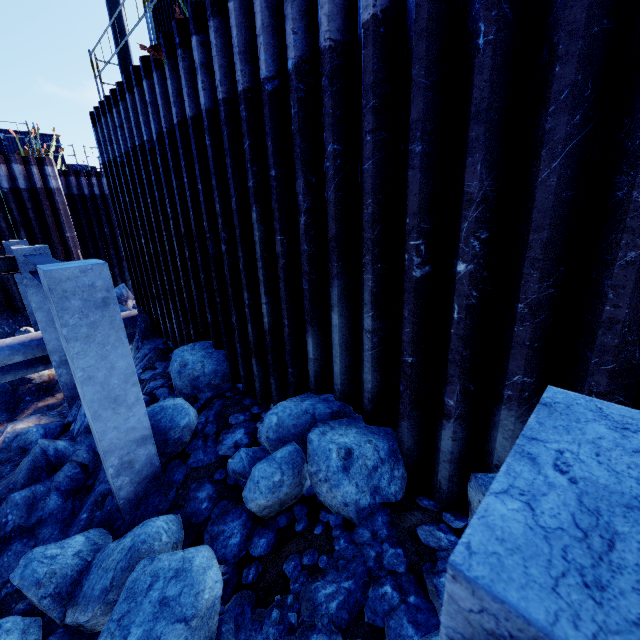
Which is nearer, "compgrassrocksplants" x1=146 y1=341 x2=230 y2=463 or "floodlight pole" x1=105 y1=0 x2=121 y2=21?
"compgrassrocksplants" x1=146 y1=341 x2=230 y2=463

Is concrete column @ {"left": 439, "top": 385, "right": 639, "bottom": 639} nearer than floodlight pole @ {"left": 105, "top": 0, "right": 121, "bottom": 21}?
Yes

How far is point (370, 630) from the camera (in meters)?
2.49

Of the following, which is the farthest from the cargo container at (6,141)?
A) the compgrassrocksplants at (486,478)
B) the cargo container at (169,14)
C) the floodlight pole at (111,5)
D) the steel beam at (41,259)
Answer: the compgrassrocksplants at (486,478)

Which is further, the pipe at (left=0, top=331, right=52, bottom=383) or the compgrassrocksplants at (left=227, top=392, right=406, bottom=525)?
the pipe at (left=0, top=331, right=52, bottom=383)

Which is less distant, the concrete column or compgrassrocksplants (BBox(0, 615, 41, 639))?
the concrete column

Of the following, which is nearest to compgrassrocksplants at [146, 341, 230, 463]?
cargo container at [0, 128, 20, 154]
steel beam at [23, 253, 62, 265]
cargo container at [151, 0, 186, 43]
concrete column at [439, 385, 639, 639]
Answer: steel beam at [23, 253, 62, 265]

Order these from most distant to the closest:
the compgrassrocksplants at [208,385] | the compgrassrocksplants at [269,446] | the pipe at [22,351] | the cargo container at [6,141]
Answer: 1. the cargo container at [6,141]
2. the pipe at [22,351]
3. the compgrassrocksplants at [208,385]
4. the compgrassrocksplants at [269,446]
